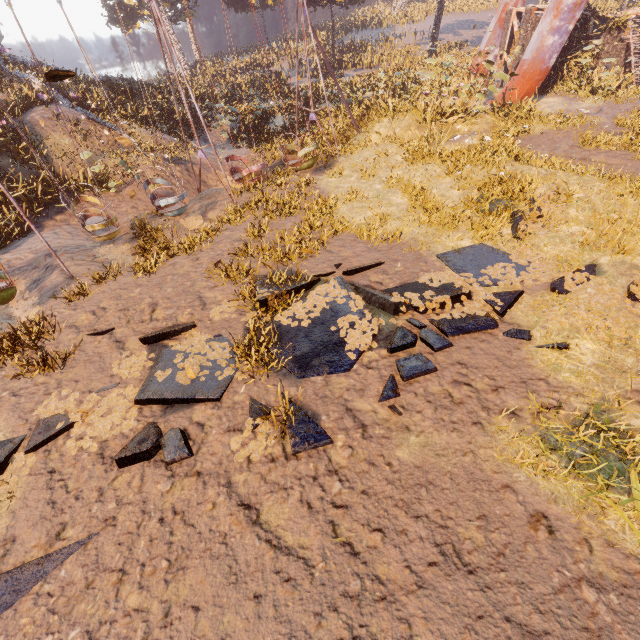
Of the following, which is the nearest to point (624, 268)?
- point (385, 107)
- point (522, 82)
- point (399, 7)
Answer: Result: point (385, 107)

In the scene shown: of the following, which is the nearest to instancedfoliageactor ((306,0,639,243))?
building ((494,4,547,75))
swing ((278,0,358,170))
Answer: building ((494,4,547,75))

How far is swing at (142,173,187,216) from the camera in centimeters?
1152cm

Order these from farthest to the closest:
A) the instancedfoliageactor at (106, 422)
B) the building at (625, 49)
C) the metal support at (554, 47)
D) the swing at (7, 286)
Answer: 1. the building at (625, 49)
2. the metal support at (554, 47)
3. the swing at (7, 286)
4. the instancedfoliageactor at (106, 422)

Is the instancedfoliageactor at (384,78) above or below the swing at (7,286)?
above

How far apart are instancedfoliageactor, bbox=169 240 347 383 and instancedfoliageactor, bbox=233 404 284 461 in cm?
225

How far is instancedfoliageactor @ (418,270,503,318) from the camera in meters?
6.7

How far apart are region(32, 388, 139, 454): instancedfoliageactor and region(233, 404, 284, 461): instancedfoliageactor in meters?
1.9 m
